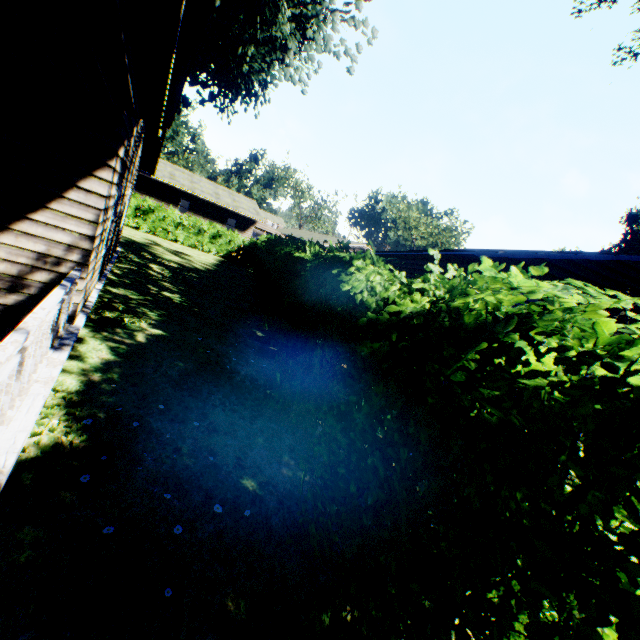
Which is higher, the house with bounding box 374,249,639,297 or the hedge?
the house with bounding box 374,249,639,297

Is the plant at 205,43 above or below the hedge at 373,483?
above

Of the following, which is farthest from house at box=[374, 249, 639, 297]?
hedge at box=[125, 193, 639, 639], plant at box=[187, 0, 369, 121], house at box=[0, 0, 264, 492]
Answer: plant at box=[187, 0, 369, 121]

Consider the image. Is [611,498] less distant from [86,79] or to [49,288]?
[86,79]

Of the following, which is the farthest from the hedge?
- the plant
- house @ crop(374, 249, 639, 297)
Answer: the plant

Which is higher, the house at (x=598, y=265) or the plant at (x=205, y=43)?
the plant at (x=205, y=43)

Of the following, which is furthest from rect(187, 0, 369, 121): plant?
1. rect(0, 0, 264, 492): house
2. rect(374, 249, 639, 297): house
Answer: rect(374, 249, 639, 297): house

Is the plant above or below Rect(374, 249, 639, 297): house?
above
